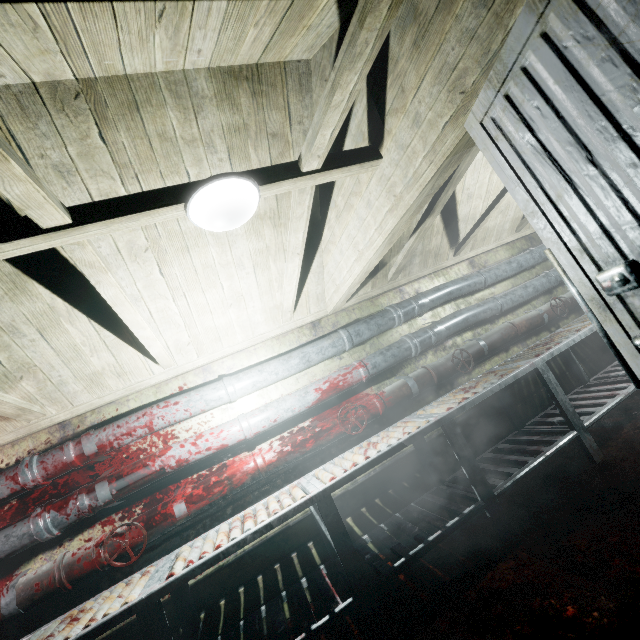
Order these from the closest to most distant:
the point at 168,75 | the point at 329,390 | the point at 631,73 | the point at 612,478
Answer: the point at 631,73
the point at 168,75
the point at 612,478
the point at 329,390

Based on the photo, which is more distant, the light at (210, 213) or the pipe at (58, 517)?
the pipe at (58, 517)

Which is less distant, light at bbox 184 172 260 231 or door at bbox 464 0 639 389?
door at bbox 464 0 639 389

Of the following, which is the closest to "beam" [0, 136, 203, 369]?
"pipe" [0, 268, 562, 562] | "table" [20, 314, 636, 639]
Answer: "pipe" [0, 268, 562, 562]

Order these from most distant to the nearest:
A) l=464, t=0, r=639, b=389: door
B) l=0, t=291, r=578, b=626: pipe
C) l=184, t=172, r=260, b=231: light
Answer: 1. l=0, t=291, r=578, b=626: pipe
2. l=184, t=172, r=260, b=231: light
3. l=464, t=0, r=639, b=389: door

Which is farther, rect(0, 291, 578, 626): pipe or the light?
rect(0, 291, 578, 626): pipe

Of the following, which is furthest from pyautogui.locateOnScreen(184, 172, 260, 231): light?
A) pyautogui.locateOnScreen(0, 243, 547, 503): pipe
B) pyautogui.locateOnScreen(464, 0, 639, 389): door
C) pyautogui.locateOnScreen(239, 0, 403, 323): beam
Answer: pyautogui.locateOnScreen(0, 243, 547, 503): pipe

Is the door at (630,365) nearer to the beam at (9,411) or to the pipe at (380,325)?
the beam at (9,411)
